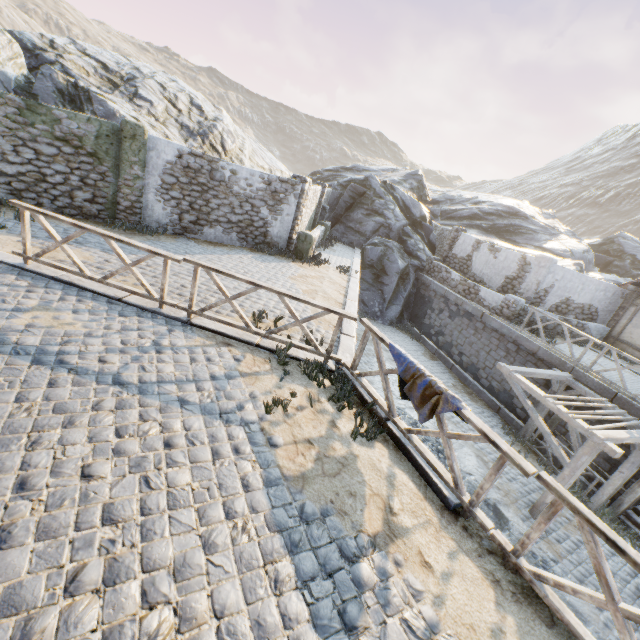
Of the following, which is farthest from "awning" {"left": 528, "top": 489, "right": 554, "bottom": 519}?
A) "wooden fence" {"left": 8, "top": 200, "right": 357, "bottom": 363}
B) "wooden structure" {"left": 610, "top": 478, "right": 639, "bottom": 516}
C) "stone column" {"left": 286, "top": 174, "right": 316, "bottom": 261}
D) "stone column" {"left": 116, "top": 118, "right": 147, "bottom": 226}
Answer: "stone column" {"left": 116, "top": 118, "right": 147, "bottom": 226}

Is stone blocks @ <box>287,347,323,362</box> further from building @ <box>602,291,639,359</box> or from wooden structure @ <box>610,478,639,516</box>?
building @ <box>602,291,639,359</box>

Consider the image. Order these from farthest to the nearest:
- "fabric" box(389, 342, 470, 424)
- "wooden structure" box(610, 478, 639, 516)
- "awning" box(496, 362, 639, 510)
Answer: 1. "wooden structure" box(610, 478, 639, 516)
2. "awning" box(496, 362, 639, 510)
3. "fabric" box(389, 342, 470, 424)

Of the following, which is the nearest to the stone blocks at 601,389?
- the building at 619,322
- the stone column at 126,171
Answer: the building at 619,322

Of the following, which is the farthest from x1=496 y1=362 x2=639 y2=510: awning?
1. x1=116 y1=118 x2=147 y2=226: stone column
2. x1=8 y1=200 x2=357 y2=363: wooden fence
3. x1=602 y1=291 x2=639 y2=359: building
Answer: x1=116 y1=118 x2=147 y2=226: stone column

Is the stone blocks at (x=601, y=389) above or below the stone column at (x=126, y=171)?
below

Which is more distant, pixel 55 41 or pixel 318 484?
pixel 55 41

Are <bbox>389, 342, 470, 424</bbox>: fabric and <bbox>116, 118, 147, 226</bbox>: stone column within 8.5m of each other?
no
